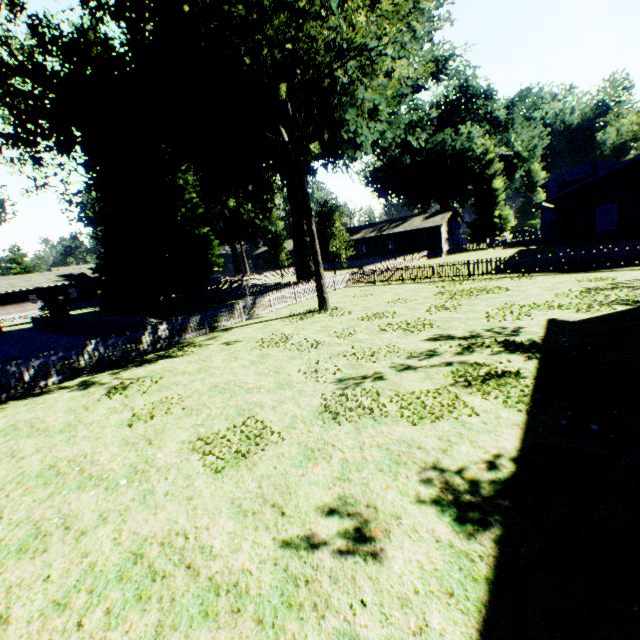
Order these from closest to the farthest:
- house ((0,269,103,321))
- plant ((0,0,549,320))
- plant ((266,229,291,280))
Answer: plant ((0,0,549,320)), plant ((266,229,291,280)), house ((0,269,103,321))

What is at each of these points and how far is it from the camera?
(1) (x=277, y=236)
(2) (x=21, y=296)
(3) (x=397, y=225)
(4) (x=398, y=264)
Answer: (1) plant, 45.7 meters
(2) house, 47.2 meters
(3) house, 48.7 meters
(4) fence, 37.0 meters

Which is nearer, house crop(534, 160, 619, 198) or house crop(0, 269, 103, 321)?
house crop(534, 160, 619, 198)

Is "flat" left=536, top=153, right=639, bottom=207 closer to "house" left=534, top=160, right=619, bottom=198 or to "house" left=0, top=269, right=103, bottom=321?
"house" left=534, top=160, right=619, bottom=198

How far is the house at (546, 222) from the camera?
41.6 meters

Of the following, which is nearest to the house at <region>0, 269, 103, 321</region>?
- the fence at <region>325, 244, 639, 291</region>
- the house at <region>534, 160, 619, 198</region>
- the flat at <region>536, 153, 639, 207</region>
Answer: the fence at <region>325, 244, 639, 291</region>

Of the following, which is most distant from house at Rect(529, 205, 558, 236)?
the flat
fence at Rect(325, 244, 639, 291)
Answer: the flat

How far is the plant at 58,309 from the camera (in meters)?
28.14
